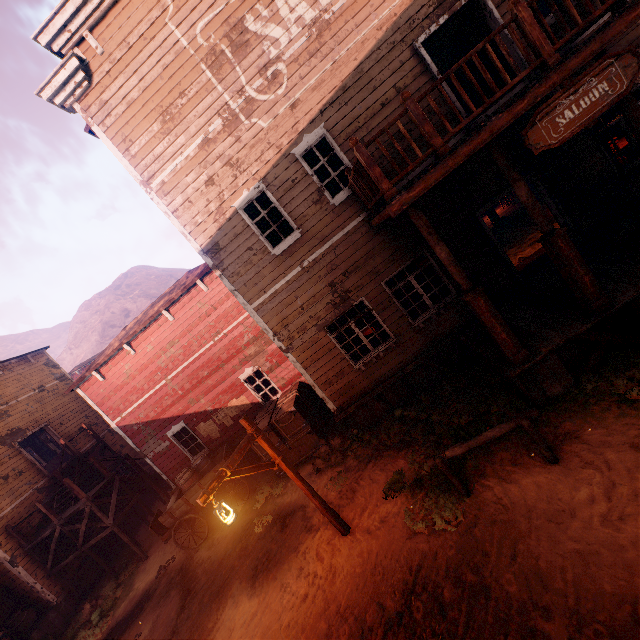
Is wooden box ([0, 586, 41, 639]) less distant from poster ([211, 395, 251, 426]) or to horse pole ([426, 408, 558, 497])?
poster ([211, 395, 251, 426])

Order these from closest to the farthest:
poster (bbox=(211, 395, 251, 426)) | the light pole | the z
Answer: the z → the light pole → poster (bbox=(211, 395, 251, 426))

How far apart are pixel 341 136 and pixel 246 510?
11.6 meters

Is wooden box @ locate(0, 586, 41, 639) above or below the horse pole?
above

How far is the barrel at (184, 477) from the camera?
10.97m

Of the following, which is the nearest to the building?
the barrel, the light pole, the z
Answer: the z

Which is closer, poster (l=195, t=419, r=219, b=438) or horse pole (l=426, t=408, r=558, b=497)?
horse pole (l=426, t=408, r=558, b=497)

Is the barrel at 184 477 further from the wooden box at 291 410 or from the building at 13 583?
the wooden box at 291 410
